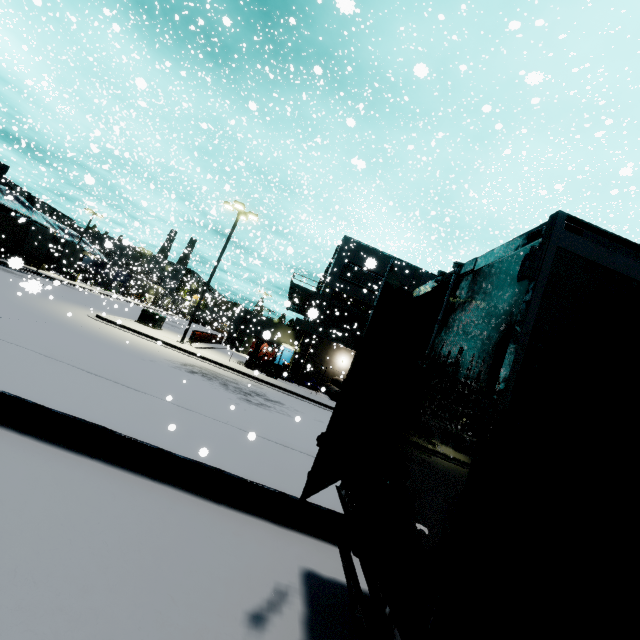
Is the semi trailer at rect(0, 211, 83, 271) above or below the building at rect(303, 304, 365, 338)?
below

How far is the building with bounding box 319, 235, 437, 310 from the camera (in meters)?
31.50

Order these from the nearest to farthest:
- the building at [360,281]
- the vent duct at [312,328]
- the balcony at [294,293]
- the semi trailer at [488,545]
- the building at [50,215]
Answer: the semi trailer at [488,545], the balcony at [294,293], the vent duct at [312,328], the building at [360,281], the building at [50,215]

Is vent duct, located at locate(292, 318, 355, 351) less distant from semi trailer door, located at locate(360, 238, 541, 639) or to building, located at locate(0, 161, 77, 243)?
building, located at locate(0, 161, 77, 243)

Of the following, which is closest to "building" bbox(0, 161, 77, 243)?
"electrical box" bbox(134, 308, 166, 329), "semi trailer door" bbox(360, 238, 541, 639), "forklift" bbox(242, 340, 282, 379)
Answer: "electrical box" bbox(134, 308, 166, 329)

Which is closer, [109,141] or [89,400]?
[89,400]

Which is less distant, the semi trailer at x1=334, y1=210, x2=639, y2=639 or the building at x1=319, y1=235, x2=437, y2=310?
the semi trailer at x1=334, y1=210, x2=639, y2=639

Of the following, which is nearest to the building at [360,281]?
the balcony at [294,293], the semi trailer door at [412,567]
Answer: the balcony at [294,293]
